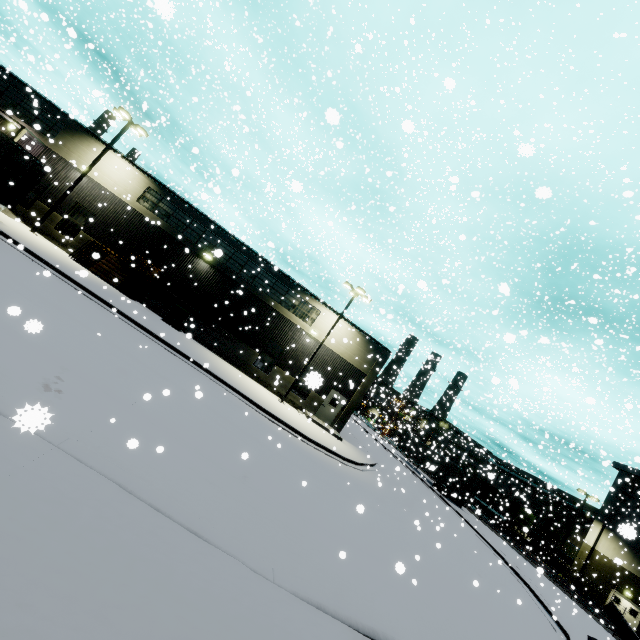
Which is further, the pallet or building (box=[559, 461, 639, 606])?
building (box=[559, 461, 639, 606])

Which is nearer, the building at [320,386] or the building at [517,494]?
the building at [320,386]

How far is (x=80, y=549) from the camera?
3.29m

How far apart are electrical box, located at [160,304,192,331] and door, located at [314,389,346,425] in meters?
11.8 m

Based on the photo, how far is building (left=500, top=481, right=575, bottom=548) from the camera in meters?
43.2 m

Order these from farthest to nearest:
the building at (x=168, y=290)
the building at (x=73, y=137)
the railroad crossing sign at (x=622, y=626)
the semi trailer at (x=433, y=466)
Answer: the semi trailer at (x=433, y=466) → the building at (x=168, y=290) → the building at (x=73, y=137) → the railroad crossing sign at (x=622, y=626)

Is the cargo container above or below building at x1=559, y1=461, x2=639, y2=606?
below

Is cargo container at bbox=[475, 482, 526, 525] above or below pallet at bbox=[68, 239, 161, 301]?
above
